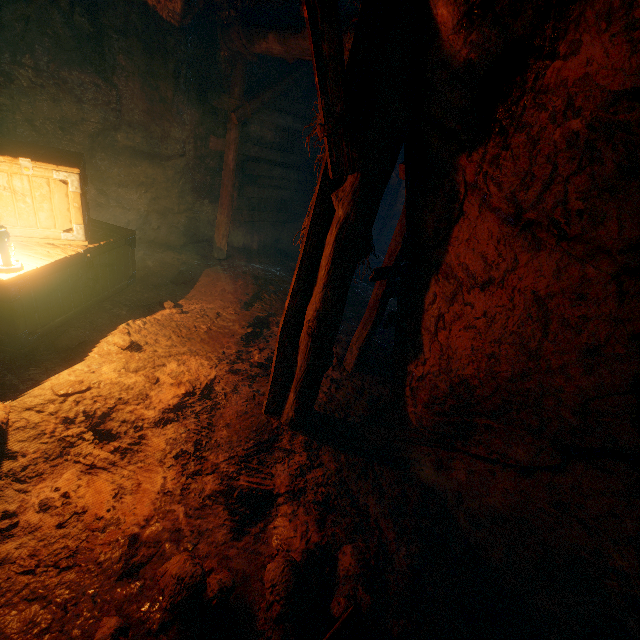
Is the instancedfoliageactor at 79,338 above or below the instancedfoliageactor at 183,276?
above

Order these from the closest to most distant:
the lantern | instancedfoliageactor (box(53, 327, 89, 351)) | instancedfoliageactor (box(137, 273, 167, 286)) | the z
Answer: the z → the lantern → instancedfoliageactor (box(53, 327, 89, 351)) → instancedfoliageactor (box(137, 273, 167, 286))

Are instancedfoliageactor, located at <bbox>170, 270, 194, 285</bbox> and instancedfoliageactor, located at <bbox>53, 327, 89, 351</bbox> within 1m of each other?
no

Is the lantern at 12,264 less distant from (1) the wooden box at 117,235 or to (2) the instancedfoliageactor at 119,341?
(1) the wooden box at 117,235

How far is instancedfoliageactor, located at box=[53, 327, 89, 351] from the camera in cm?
355

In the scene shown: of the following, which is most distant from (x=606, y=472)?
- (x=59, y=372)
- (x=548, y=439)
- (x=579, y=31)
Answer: (x=59, y=372)

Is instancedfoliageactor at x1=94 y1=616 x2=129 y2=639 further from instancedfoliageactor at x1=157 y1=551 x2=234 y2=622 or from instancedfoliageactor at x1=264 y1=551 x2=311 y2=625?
instancedfoliageactor at x1=264 y1=551 x2=311 y2=625

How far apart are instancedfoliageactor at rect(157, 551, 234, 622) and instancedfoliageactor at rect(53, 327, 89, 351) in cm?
262
